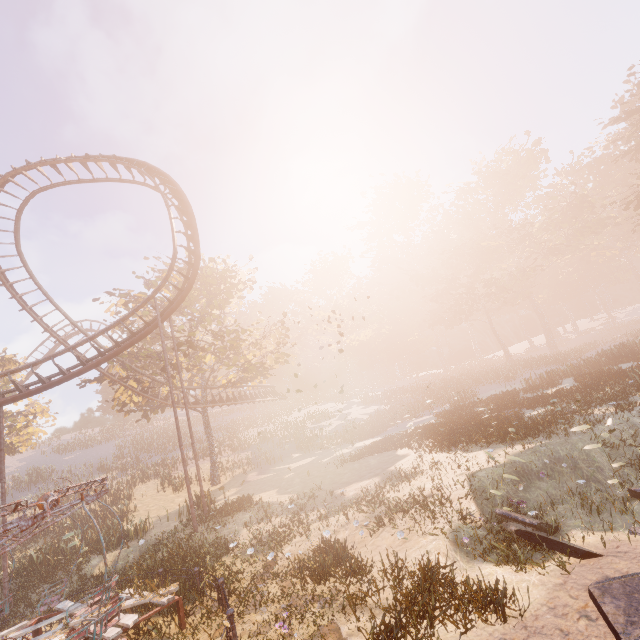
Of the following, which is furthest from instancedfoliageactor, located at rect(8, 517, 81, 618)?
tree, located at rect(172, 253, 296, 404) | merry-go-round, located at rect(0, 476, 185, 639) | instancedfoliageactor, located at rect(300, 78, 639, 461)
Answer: instancedfoliageactor, located at rect(300, 78, 639, 461)

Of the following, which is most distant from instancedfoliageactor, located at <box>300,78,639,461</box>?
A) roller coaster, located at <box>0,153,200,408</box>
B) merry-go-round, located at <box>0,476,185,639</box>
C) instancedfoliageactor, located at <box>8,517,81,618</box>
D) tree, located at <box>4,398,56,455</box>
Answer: tree, located at <box>4,398,56,455</box>

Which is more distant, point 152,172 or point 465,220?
point 465,220

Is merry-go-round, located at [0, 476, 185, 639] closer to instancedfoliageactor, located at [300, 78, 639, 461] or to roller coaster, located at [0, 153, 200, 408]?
roller coaster, located at [0, 153, 200, 408]

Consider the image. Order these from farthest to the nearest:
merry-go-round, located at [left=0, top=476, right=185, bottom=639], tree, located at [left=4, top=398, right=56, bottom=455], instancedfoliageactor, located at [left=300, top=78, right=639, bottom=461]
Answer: tree, located at [left=4, top=398, right=56, bottom=455] → instancedfoliageactor, located at [left=300, top=78, right=639, bottom=461] → merry-go-round, located at [left=0, top=476, right=185, bottom=639]

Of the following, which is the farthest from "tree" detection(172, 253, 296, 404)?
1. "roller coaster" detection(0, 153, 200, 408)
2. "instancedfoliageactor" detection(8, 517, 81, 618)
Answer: "instancedfoliageactor" detection(8, 517, 81, 618)

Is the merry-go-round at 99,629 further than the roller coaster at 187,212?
No

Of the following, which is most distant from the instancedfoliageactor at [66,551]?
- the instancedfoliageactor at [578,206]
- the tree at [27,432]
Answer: the instancedfoliageactor at [578,206]
